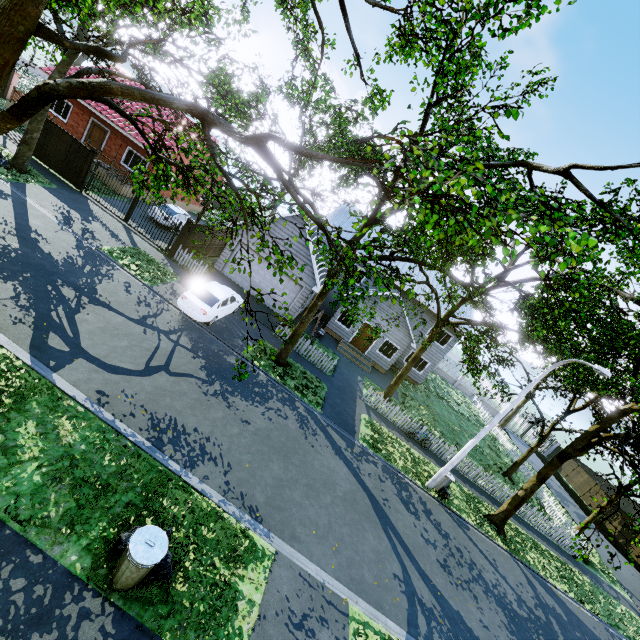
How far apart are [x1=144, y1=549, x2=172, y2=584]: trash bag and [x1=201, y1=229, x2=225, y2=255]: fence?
18.41m

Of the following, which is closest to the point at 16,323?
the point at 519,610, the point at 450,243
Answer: the point at 450,243

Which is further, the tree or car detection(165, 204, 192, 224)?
car detection(165, 204, 192, 224)

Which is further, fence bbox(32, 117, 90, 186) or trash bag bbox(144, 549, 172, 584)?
fence bbox(32, 117, 90, 186)

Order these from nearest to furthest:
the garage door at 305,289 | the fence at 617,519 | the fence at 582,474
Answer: the garage door at 305,289 → the fence at 617,519 → the fence at 582,474

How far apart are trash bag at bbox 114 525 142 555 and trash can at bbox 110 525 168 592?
0.0 meters

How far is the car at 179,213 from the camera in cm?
2247

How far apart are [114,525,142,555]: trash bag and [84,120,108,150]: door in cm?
2748
